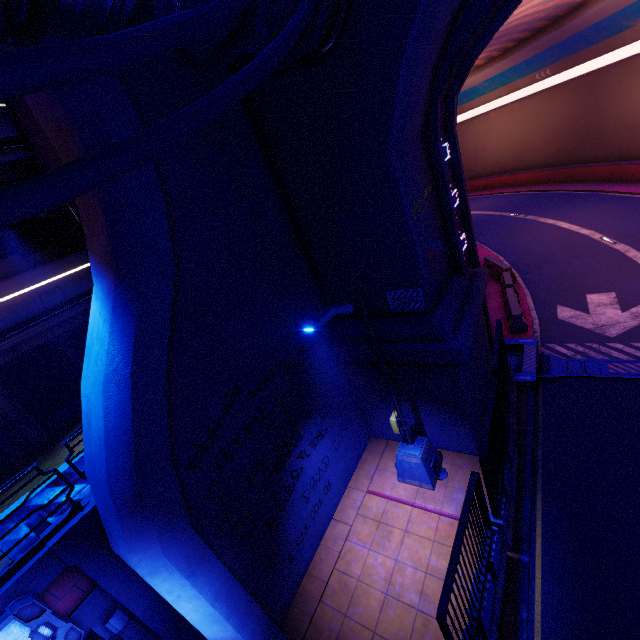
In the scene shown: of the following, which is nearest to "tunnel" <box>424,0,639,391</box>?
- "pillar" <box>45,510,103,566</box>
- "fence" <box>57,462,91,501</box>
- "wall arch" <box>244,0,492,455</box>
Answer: "wall arch" <box>244,0,492,455</box>

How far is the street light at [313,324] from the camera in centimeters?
604cm

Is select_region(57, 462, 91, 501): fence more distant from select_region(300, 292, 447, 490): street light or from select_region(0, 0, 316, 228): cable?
select_region(0, 0, 316, 228): cable

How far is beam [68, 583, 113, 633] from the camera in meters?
5.8 m

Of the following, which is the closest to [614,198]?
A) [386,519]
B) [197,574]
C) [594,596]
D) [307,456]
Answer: [594,596]

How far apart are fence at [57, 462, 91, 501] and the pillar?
0.3m

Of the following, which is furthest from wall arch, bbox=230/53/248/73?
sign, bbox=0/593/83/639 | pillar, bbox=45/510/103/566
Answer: sign, bbox=0/593/83/639

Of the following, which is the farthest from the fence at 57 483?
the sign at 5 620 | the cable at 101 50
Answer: the cable at 101 50
